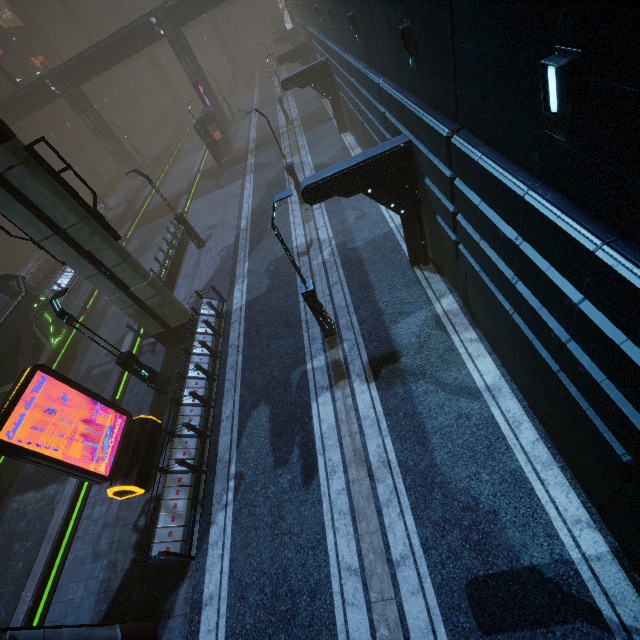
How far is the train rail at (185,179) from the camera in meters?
32.9 m

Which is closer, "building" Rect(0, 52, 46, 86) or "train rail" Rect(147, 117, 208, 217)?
"train rail" Rect(147, 117, 208, 217)

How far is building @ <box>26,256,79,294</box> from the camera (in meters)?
25.02

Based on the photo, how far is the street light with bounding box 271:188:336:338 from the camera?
8.5m

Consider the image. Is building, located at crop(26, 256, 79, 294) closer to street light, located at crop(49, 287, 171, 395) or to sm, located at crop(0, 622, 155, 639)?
sm, located at crop(0, 622, 155, 639)

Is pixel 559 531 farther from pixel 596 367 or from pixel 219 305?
pixel 219 305

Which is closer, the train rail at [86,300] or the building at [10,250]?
the train rail at [86,300]

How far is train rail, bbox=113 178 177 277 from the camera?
26.2m
